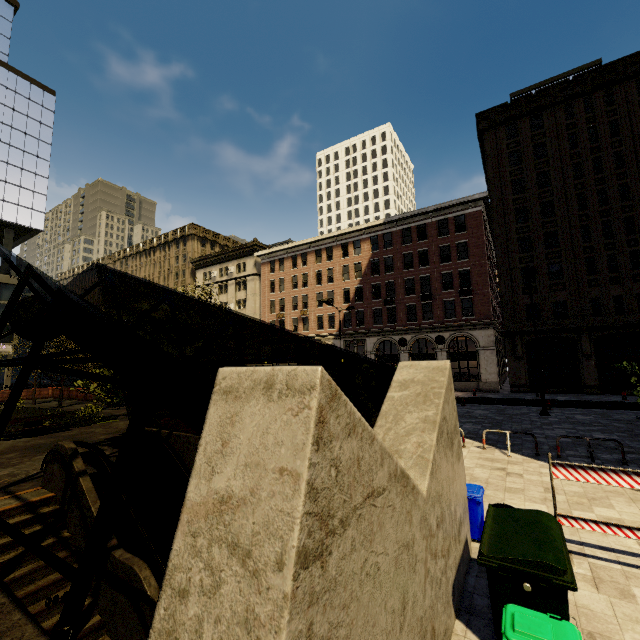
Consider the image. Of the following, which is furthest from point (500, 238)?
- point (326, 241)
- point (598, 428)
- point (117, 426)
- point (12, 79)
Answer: point (12, 79)

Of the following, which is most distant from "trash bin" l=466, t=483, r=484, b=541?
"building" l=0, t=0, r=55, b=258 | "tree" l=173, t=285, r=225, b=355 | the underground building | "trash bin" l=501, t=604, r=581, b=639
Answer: "building" l=0, t=0, r=55, b=258

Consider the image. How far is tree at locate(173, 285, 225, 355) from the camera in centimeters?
1385cm

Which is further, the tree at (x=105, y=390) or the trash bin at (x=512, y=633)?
the tree at (x=105, y=390)

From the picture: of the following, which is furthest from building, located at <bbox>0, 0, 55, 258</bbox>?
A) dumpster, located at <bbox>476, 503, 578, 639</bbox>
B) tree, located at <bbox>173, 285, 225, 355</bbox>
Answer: dumpster, located at <bbox>476, 503, 578, 639</bbox>

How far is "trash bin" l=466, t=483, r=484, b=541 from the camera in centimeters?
577cm

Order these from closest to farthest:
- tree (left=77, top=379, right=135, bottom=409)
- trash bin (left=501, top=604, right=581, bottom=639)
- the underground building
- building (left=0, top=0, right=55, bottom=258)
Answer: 1. the underground building
2. trash bin (left=501, top=604, right=581, bottom=639)
3. tree (left=77, top=379, right=135, bottom=409)
4. building (left=0, top=0, right=55, bottom=258)

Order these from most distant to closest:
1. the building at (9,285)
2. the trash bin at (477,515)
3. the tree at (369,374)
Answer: the building at (9,285) → the tree at (369,374) → the trash bin at (477,515)
